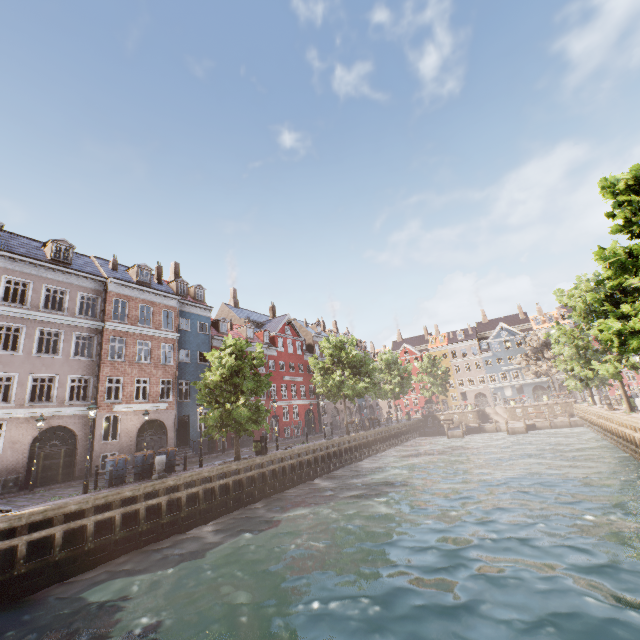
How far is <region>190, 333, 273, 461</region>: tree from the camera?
19.59m

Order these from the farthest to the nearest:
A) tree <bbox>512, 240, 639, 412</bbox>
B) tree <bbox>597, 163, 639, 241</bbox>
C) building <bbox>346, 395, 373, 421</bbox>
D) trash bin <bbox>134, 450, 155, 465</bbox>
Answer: building <bbox>346, 395, 373, 421</bbox> → trash bin <bbox>134, 450, 155, 465</bbox> → tree <bbox>597, 163, 639, 241</bbox> → tree <bbox>512, 240, 639, 412</bbox>

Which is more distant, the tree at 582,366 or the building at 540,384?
the building at 540,384

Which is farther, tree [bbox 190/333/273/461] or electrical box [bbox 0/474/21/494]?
tree [bbox 190/333/273/461]

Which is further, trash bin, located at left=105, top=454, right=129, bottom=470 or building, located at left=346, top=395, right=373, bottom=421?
building, located at left=346, top=395, right=373, bottom=421

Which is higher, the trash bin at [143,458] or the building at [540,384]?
the building at [540,384]

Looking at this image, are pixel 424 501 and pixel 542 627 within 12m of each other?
yes

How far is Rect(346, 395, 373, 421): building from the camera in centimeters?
5156cm
